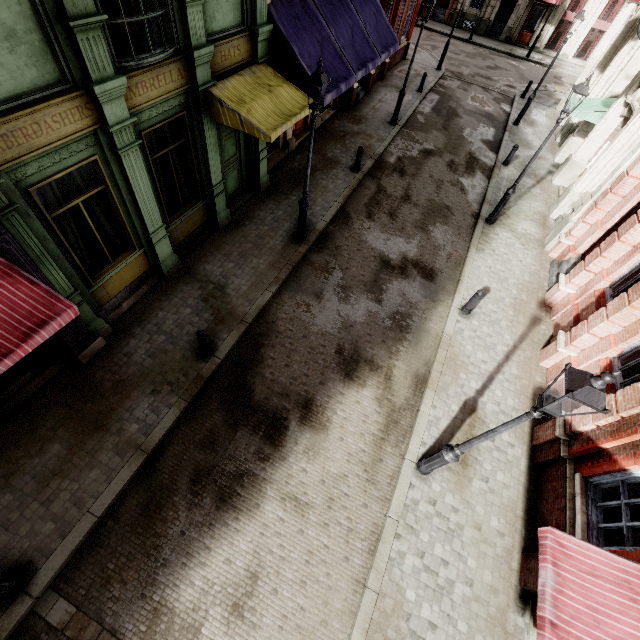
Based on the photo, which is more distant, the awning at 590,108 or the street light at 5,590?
the awning at 590,108

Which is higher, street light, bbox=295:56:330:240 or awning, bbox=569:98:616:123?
street light, bbox=295:56:330:240

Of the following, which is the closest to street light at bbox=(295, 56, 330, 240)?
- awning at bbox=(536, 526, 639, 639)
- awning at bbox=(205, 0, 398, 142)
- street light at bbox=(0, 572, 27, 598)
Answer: awning at bbox=(205, 0, 398, 142)

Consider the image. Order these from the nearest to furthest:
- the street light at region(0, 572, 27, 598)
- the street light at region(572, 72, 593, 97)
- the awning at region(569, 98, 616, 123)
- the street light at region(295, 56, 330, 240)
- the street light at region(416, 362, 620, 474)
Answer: the street light at region(416, 362, 620, 474)
the street light at region(0, 572, 27, 598)
the street light at region(295, 56, 330, 240)
the street light at region(572, 72, 593, 97)
the awning at region(569, 98, 616, 123)

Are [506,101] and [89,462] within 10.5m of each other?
no

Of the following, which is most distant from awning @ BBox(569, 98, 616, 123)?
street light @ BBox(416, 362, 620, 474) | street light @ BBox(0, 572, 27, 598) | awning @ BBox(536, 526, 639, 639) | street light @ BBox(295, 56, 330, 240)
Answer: street light @ BBox(0, 572, 27, 598)

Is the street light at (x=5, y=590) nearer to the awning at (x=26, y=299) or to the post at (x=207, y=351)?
the awning at (x=26, y=299)

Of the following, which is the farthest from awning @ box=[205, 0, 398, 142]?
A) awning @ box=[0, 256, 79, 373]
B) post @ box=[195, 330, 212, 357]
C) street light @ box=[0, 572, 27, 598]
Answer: street light @ box=[0, 572, 27, 598]
